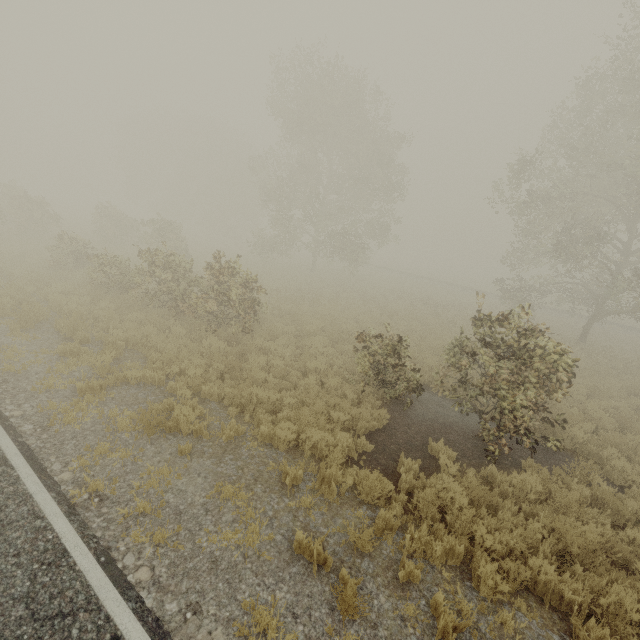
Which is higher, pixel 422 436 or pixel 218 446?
pixel 218 446
